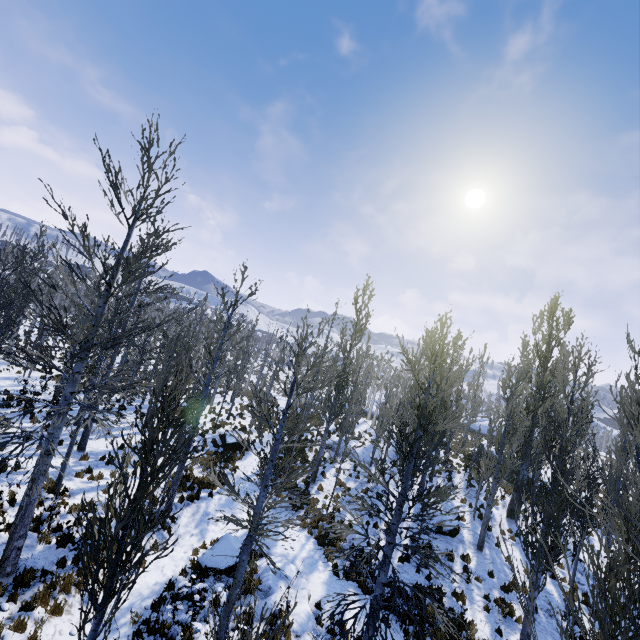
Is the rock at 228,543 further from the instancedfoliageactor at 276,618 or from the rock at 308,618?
the instancedfoliageactor at 276,618

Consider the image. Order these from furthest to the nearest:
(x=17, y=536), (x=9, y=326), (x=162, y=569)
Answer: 1. (x=9, y=326)
2. (x=162, y=569)
3. (x=17, y=536)

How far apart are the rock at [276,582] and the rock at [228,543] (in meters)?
0.49

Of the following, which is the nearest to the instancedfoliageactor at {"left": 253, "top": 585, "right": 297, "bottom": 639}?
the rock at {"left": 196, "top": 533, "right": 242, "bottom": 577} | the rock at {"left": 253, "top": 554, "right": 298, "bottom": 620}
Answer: the rock at {"left": 253, "top": 554, "right": 298, "bottom": 620}
